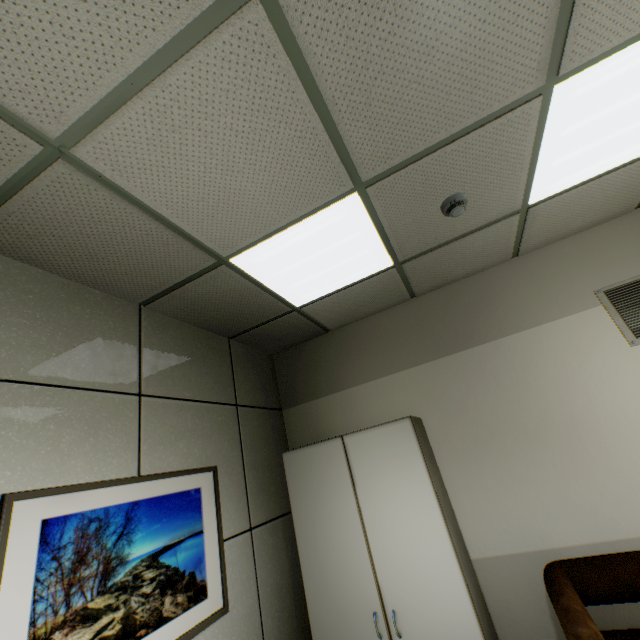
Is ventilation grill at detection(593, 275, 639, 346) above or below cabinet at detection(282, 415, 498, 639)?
above

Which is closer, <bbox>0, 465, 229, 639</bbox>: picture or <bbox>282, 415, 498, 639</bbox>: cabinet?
<bbox>0, 465, 229, 639</bbox>: picture

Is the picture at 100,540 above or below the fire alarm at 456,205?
below

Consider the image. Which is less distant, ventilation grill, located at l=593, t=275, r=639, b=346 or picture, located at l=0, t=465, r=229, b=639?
picture, located at l=0, t=465, r=229, b=639

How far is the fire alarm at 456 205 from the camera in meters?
2.1 m

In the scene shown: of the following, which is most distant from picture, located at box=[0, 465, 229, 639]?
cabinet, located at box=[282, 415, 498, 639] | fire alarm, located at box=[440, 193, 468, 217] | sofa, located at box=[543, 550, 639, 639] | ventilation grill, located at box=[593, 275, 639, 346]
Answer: ventilation grill, located at box=[593, 275, 639, 346]

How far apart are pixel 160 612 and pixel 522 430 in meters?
2.8 m

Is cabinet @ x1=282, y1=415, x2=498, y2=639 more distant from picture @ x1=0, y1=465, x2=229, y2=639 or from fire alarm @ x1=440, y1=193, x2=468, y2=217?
fire alarm @ x1=440, y1=193, x2=468, y2=217
